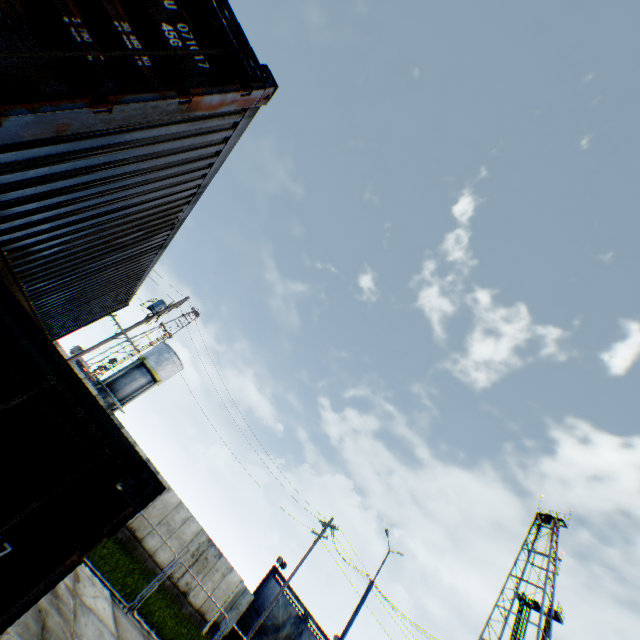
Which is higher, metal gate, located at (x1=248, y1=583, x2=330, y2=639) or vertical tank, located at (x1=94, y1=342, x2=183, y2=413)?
vertical tank, located at (x1=94, y1=342, x2=183, y2=413)

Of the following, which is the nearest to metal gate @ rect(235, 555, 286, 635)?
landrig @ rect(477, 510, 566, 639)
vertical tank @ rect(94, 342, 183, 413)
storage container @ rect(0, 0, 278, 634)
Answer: landrig @ rect(477, 510, 566, 639)

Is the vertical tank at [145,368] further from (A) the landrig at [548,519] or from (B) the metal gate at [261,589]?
(A) the landrig at [548,519]

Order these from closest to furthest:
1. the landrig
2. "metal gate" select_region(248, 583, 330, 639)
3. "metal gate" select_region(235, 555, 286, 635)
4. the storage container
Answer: the storage container < "metal gate" select_region(235, 555, 286, 635) < "metal gate" select_region(248, 583, 330, 639) < the landrig

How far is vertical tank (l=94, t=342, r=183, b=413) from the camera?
34.16m

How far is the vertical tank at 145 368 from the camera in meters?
34.2

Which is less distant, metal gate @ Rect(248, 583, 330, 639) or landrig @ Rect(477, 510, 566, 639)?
metal gate @ Rect(248, 583, 330, 639)

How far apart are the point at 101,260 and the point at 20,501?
5.29m
